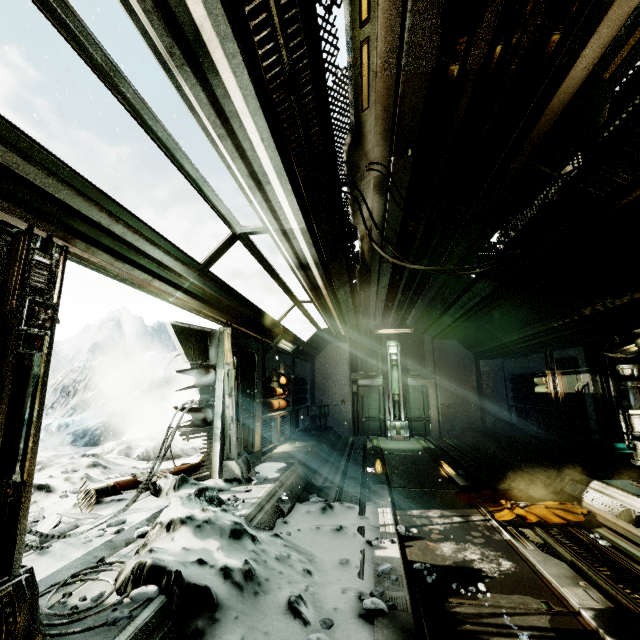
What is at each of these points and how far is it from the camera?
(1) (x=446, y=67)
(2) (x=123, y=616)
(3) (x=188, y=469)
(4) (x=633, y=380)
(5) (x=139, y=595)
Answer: (1) pipe, 2.63m
(2) rock, 2.22m
(3) wall rubble, 5.69m
(4) generator, 5.05m
(5) rock, 2.41m

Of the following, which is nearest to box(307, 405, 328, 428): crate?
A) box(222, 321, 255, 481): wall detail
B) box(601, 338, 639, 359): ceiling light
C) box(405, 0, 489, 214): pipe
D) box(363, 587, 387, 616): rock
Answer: box(405, 0, 489, 214): pipe

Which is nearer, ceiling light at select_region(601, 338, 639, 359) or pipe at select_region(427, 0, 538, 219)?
pipe at select_region(427, 0, 538, 219)

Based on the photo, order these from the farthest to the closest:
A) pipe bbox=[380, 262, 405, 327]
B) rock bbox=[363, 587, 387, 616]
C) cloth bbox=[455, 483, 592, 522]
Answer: pipe bbox=[380, 262, 405, 327] → cloth bbox=[455, 483, 592, 522] → rock bbox=[363, 587, 387, 616]

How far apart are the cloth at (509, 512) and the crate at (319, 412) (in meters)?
6.87

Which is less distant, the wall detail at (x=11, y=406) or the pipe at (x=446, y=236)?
the wall detail at (x=11, y=406)

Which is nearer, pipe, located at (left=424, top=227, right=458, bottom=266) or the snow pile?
the snow pile

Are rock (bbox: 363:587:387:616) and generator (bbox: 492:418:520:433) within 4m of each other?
no
